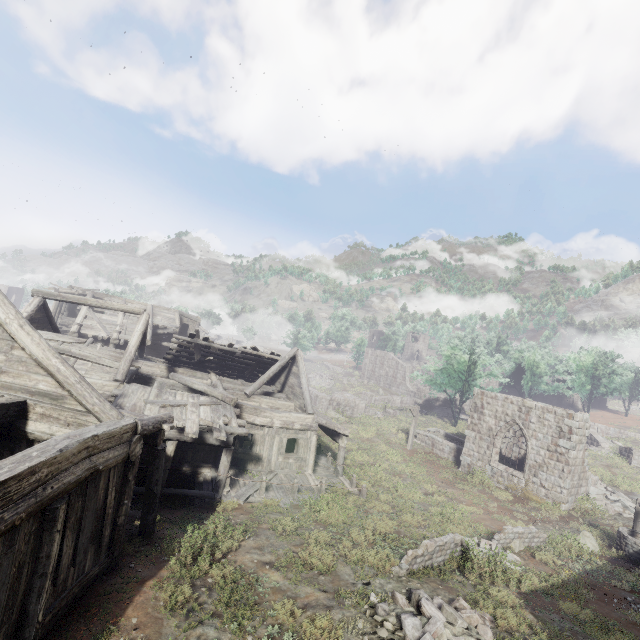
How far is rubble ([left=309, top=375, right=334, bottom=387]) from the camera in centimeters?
5078cm

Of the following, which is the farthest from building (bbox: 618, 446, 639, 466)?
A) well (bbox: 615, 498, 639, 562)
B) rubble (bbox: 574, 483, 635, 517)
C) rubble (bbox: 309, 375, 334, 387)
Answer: rubble (bbox: 309, 375, 334, 387)

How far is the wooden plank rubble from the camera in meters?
20.0

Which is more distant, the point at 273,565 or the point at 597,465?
the point at 597,465

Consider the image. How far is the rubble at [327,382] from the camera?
50.8m

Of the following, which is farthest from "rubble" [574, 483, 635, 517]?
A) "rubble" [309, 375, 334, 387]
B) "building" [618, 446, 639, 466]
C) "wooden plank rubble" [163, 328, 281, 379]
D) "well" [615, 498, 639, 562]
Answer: "rubble" [309, 375, 334, 387]

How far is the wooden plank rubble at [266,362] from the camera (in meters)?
19.95

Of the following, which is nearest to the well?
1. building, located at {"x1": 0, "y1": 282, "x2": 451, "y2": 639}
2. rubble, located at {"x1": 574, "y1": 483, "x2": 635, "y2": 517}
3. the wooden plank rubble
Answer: building, located at {"x1": 0, "y1": 282, "x2": 451, "y2": 639}
